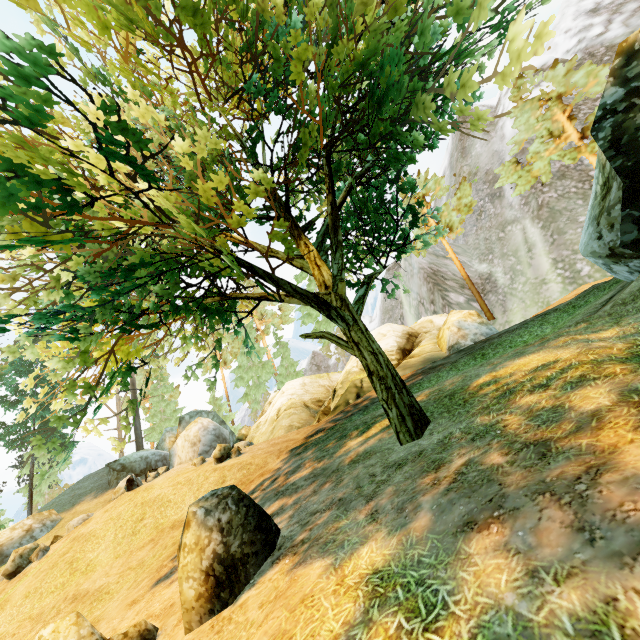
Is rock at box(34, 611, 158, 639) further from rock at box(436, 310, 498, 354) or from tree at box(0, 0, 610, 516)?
rock at box(436, 310, 498, 354)

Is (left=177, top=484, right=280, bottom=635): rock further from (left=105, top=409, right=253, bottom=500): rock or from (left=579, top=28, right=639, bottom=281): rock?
(left=105, top=409, right=253, bottom=500): rock

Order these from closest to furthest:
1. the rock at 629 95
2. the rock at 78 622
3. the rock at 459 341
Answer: the rock at 78 622
the rock at 629 95
the rock at 459 341

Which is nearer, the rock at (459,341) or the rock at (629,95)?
the rock at (629,95)

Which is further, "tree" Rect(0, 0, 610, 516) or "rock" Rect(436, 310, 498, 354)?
"rock" Rect(436, 310, 498, 354)

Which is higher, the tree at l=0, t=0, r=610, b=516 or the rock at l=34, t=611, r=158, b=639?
the tree at l=0, t=0, r=610, b=516

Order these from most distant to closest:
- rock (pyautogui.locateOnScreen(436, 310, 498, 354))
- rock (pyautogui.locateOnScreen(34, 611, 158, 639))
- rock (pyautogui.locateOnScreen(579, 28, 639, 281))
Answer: rock (pyautogui.locateOnScreen(436, 310, 498, 354)) → rock (pyautogui.locateOnScreen(579, 28, 639, 281)) → rock (pyautogui.locateOnScreen(34, 611, 158, 639))

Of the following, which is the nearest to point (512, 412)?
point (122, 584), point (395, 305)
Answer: point (122, 584)
